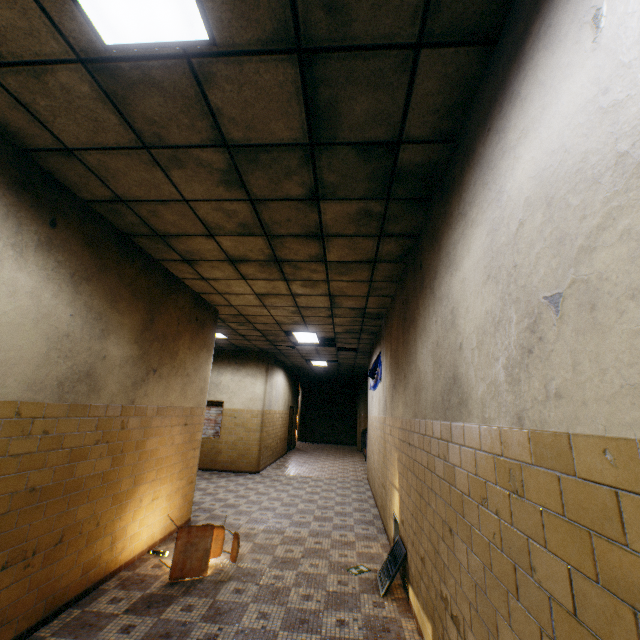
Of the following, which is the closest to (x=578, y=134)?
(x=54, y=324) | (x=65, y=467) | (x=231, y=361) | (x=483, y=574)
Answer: (x=483, y=574)

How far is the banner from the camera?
7.0 meters

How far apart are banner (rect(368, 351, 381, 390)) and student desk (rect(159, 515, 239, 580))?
3.8 meters

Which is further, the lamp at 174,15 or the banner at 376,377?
the banner at 376,377

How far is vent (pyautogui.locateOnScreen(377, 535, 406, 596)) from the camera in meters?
3.8 m

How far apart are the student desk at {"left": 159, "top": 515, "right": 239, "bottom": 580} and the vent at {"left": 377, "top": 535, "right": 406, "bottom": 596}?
1.9 meters

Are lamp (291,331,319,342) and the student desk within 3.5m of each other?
no

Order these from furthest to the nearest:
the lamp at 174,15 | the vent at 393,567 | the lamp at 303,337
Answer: the lamp at 303,337, the vent at 393,567, the lamp at 174,15
